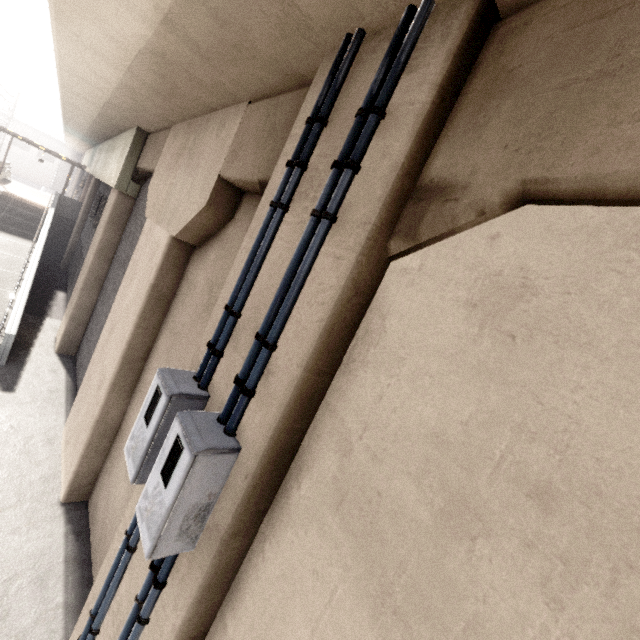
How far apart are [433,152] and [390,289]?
0.8m

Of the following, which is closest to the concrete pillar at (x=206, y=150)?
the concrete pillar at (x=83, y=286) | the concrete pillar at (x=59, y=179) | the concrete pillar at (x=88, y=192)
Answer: the concrete pillar at (x=83, y=286)

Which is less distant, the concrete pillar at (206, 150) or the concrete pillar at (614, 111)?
A: the concrete pillar at (614, 111)

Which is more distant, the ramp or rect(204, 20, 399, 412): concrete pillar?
the ramp

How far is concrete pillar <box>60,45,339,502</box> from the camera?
2.7 meters

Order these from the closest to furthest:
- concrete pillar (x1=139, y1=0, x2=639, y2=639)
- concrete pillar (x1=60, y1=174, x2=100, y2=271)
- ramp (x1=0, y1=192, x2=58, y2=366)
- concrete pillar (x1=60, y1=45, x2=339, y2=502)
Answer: concrete pillar (x1=139, y1=0, x2=639, y2=639)
concrete pillar (x1=60, y1=45, x2=339, y2=502)
ramp (x1=0, y1=192, x2=58, y2=366)
concrete pillar (x1=60, y1=174, x2=100, y2=271)

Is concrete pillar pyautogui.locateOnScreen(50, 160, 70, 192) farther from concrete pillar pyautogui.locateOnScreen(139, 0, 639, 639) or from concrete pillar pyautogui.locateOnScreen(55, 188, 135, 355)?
concrete pillar pyautogui.locateOnScreen(139, 0, 639, 639)

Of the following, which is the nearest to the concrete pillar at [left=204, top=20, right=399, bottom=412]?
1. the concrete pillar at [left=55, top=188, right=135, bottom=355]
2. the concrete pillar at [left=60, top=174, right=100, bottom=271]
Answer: the concrete pillar at [left=55, top=188, right=135, bottom=355]
